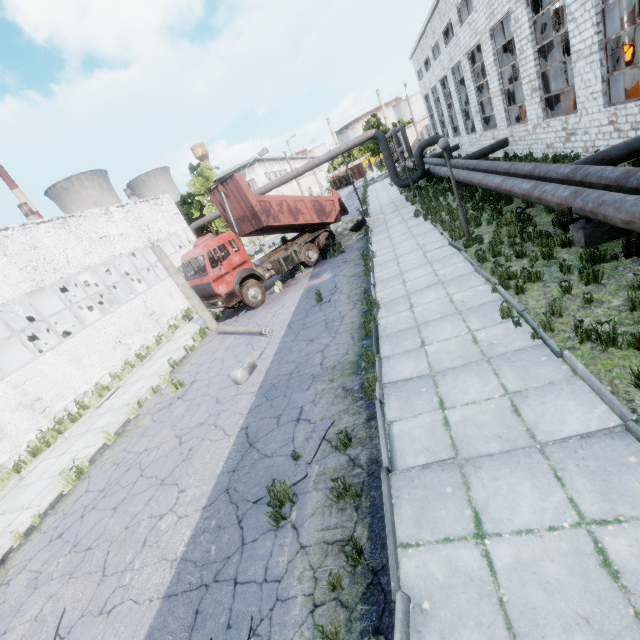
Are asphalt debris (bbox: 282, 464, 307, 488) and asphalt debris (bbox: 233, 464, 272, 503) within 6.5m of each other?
yes

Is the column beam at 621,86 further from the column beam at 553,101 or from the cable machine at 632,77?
the column beam at 553,101

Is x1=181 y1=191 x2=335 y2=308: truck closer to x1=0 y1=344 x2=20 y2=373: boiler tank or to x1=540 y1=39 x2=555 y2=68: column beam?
x1=0 y1=344 x2=20 y2=373: boiler tank

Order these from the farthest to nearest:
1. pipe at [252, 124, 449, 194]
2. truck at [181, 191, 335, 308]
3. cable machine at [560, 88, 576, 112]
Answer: pipe at [252, 124, 449, 194] < cable machine at [560, 88, 576, 112] < truck at [181, 191, 335, 308]

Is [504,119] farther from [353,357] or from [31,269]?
[31,269]

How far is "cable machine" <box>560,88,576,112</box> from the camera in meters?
17.5 m

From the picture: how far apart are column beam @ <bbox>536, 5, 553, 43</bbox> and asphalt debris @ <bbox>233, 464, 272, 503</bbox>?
20.32m

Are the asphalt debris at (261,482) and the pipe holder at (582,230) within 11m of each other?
yes
